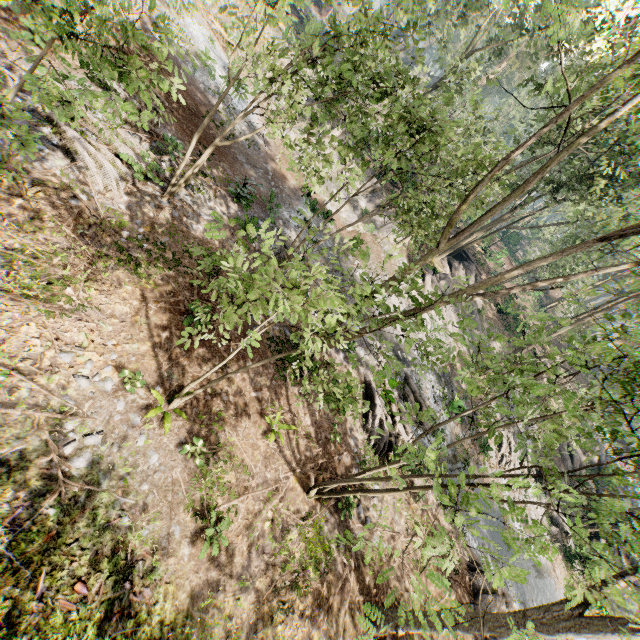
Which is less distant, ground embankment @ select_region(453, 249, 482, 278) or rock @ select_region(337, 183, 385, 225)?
rock @ select_region(337, 183, 385, 225)

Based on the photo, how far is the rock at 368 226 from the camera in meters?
25.1

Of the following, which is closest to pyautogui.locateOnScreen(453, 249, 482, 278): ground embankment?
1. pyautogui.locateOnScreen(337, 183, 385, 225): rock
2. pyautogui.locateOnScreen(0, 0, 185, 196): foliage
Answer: pyautogui.locateOnScreen(0, 0, 185, 196): foliage

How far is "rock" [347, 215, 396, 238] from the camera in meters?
25.1 m

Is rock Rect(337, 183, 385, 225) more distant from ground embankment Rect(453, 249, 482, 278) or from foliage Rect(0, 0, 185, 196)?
ground embankment Rect(453, 249, 482, 278)

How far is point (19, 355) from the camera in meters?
6.5

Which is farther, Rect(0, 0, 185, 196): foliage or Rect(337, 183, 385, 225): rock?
Rect(337, 183, 385, 225): rock

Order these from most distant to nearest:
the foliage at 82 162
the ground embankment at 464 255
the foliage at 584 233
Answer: the ground embankment at 464 255, the foliage at 584 233, the foliage at 82 162
